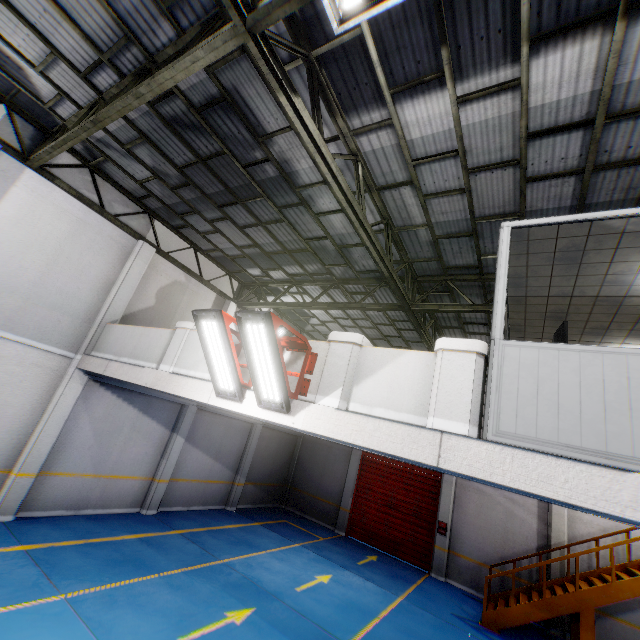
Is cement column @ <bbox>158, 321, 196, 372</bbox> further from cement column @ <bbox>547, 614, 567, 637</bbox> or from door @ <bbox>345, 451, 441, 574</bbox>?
cement column @ <bbox>547, 614, 567, 637</bbox>

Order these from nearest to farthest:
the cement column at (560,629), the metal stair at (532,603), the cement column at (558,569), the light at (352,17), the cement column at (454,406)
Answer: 1. the light at (352,17)
2. the cement column at (454,406)
3. the metal stair at (532,603)
4. the cement column at (560,629)
5. the cement column at (558,569)

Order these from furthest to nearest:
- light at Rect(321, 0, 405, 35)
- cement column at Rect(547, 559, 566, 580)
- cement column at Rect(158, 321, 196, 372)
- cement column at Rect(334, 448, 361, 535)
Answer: cement column at Rect(334, 448, 361, 535), cement column at Rect(547, 559, 566, 580), cement column at Rect(158, 321, 196, 372), light at Rect(321, 0, 405, 35)

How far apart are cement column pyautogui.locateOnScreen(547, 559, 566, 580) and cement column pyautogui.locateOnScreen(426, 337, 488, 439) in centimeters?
1166cm

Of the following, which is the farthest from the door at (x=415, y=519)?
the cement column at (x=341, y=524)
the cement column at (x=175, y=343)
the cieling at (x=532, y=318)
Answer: the cement column at (x=175, y=343)

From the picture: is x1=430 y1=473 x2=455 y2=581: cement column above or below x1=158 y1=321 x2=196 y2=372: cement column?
below

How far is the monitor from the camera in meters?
4.1

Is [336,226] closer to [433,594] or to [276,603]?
[276,603]
